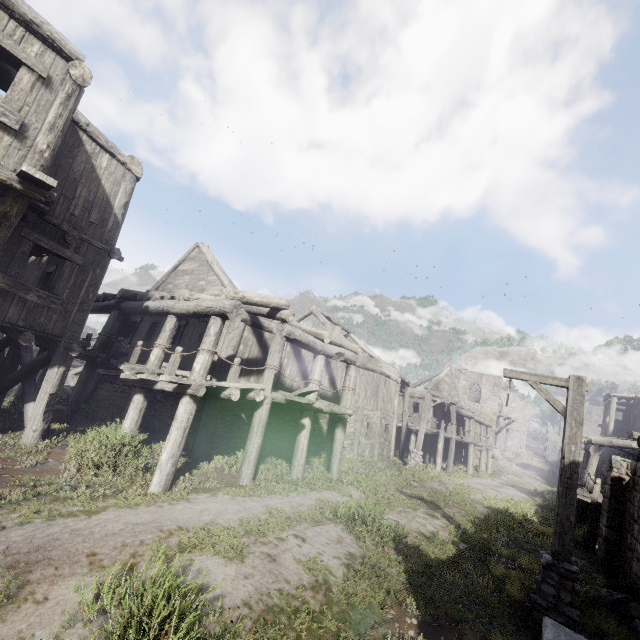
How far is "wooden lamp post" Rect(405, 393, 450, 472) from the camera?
18.0 meters

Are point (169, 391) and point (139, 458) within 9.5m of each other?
yes

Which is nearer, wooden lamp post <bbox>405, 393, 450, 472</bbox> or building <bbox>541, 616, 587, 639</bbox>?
building <bbox>541, 616, 587, 639</bbox>

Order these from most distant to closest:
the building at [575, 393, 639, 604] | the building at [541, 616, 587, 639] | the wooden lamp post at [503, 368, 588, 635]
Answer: the building at [575, 393, 639, 604] → the wooden lamp post at [503, 368, 588, 635] → the building at [541, 616, 587, 639]

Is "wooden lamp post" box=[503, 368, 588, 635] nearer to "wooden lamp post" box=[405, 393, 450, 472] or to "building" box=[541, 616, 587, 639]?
"building" box=[541, 616, 587, 639]

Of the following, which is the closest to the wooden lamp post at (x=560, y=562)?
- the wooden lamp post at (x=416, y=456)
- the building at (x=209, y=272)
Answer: the building at (x=209, y=272)

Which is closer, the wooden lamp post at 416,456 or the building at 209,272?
the building at 209,272
